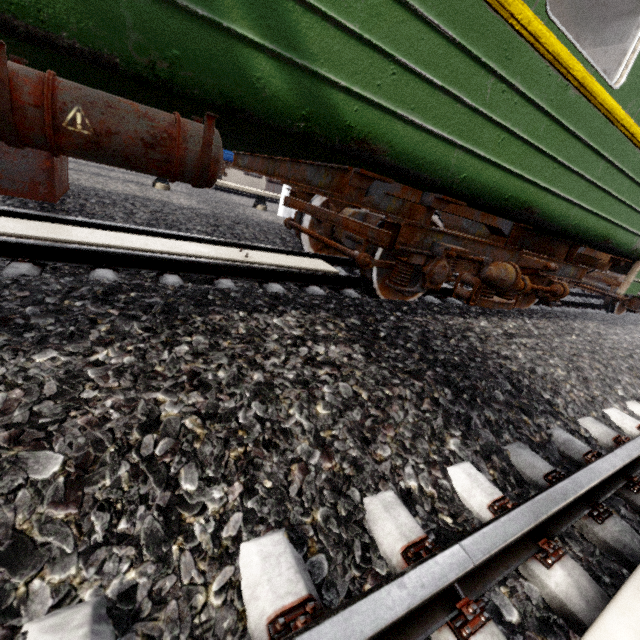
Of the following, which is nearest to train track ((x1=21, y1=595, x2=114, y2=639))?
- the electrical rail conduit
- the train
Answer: the electrical rail conduit

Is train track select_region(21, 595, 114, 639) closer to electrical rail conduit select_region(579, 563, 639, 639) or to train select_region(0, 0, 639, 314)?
electrical rail conduit select_region(579, 563, 639, 639)

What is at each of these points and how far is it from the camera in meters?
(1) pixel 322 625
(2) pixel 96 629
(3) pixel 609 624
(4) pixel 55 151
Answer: (1) train track, 0.7 m
(2) train track, 0.7 m
(3) electrical rail conduit, 0.9 m
(4) train, 1.5 m

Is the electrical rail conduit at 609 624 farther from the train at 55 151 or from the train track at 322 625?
the train at 55 151

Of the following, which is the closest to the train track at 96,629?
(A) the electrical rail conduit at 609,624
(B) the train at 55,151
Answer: (A) the electrical rail conduit at 609,624

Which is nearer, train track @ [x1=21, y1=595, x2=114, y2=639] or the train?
train track @ [x1=21, y1=595, x2=114, y2=639]
